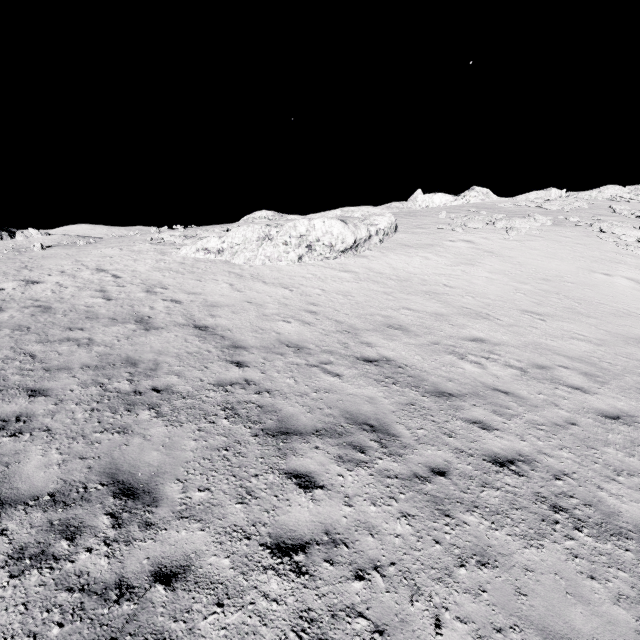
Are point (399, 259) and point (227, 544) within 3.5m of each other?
no
